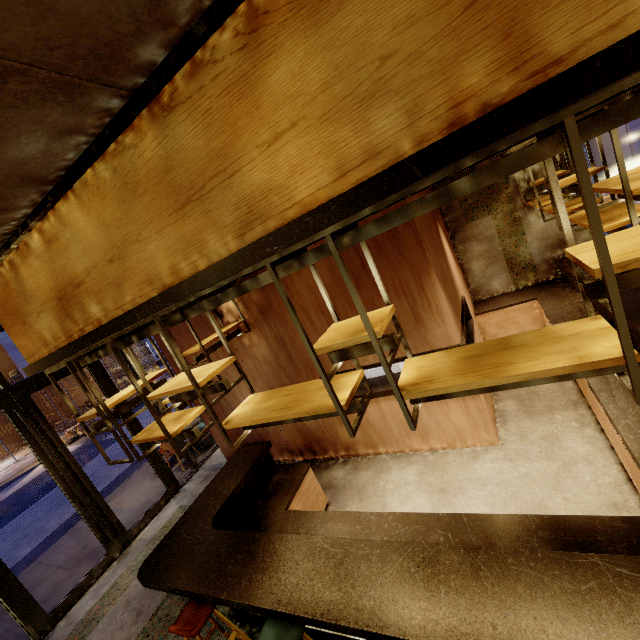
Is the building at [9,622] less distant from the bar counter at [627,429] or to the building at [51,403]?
the bar counter at [627,429]

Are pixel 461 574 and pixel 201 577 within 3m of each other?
yes

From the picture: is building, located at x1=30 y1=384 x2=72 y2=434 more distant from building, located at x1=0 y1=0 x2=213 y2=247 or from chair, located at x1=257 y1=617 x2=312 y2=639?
chair, located at x1=257 y1=617 x2=312 y2=639

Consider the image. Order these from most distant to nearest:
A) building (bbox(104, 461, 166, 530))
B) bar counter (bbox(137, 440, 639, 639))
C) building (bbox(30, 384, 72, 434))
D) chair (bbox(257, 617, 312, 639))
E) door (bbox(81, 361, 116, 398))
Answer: building (bbox(30, 384, 72, 434)) → building (bbox(104, 461, 166, 530)) → door (bbox(81, 361, 116, 398)) → chair (bbox(257, 617, 312, 639)) → bar counter (bbox(137, 440, 639, 639))

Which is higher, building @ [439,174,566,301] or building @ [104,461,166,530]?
building @ [439,174,566,301]

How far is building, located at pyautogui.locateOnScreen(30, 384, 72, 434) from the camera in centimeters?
2273cm

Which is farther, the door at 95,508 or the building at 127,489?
the building at 127,489

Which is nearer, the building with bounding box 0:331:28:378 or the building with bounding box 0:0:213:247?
the building with bounding box 0:0:213:247
